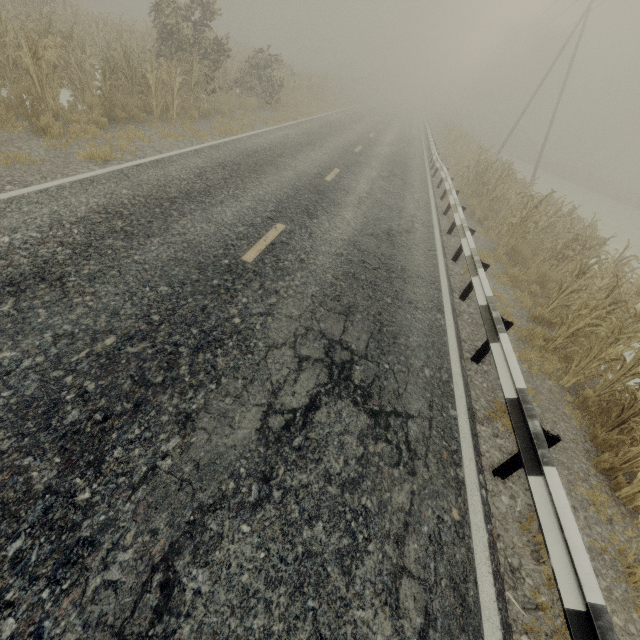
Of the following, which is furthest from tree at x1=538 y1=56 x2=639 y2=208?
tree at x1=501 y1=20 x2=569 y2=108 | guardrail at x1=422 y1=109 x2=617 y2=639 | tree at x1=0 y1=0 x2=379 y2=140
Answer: tree at x1=0 y1=0 x2=379 y2=140

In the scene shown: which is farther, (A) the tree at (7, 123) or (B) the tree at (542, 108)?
(B) the tree at (542, 108)

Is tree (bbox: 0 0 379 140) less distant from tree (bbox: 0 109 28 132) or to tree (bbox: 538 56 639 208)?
tree (bbox: 0 109 28 132)

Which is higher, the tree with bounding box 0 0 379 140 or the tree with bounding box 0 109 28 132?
the tree with bounding box 0 0 379 140

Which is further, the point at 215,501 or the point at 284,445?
the point at 284,445

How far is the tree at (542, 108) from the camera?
53.7m

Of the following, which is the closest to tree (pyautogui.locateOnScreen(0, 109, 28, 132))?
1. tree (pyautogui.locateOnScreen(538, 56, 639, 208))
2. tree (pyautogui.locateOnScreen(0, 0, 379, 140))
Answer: tree (pyautogui.locateOnScreen(0, 0, 379, 140))

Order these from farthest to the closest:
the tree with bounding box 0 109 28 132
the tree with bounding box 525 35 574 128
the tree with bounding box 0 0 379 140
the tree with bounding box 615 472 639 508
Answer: the tree with bounding box 525 35 574 128
the tree with bounding box 0 0 379 140
the tree with bounding box 0 109 28 132
the tree with bounding box 615 472 639 508
